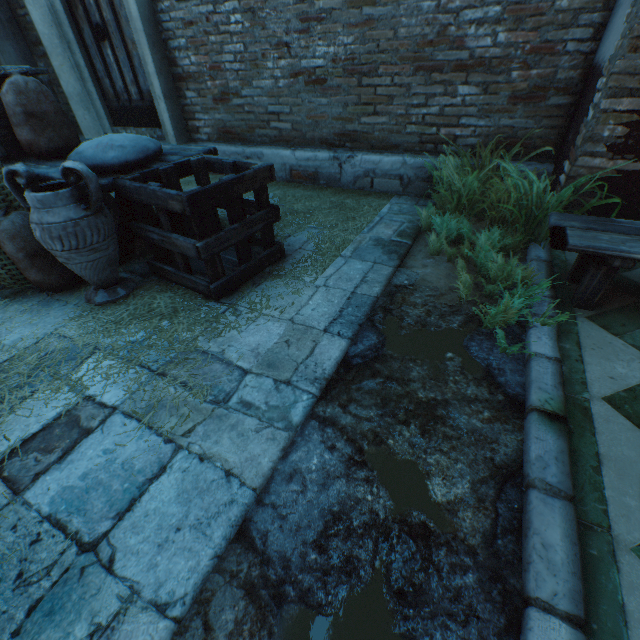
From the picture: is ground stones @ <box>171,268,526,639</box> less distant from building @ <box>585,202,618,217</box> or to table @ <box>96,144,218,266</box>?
building @ <box>585,202,618,217</box>

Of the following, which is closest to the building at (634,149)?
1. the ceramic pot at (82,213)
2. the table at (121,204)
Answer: the table at (121,204)

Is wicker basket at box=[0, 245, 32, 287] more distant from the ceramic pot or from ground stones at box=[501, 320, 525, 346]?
ground stones at box=[501, 320, 525, 346]

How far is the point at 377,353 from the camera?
1.87m

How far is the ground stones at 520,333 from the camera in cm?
189

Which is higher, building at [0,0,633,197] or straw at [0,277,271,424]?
building at [0,0,633,197]

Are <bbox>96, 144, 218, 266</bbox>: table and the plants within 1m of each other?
no

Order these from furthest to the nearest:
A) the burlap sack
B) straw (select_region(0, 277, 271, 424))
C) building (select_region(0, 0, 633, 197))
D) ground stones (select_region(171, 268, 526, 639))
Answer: building (select_region(0, 0, 633, 197)), the burlap sack, straw (select_region(0, 277, 271, 424)), ground stones (select_region(171, 268, 526, 639))
